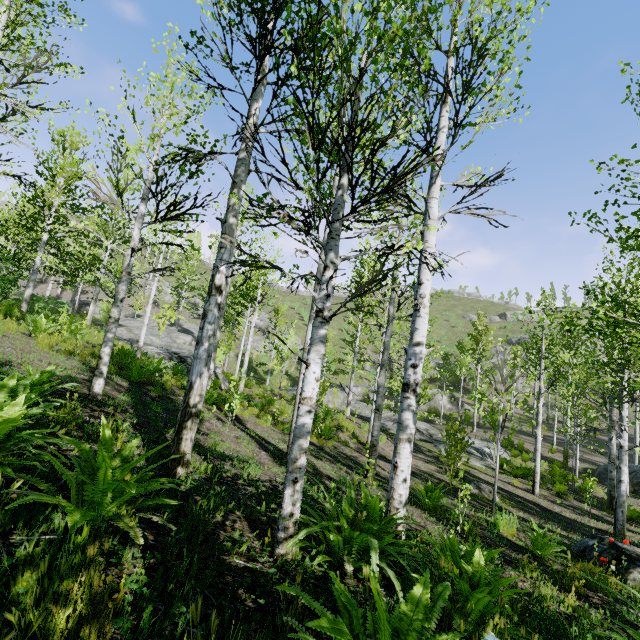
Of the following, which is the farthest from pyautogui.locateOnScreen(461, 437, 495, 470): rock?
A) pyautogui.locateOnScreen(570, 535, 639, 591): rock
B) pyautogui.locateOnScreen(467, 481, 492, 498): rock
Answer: pyautogui.locateOnScreen(570, 535, 639, 591): rock

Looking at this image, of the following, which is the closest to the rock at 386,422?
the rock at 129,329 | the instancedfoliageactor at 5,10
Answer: the instancedfoliageactor at 5,10

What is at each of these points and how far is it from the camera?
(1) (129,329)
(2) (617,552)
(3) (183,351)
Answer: (1) rock, 26.11m
(2) rock, 6.25m
(3) rock, 21.28m

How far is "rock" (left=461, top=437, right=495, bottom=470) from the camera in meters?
15.3 m

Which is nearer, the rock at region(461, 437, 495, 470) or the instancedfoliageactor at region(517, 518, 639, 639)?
the instancedfoliageactor at region(517, 518, 639, 639)

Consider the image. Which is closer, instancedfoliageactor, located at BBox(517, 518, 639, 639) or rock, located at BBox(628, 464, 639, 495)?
instancedfoliageactor, located at BBox(517, 518, 639, 639)

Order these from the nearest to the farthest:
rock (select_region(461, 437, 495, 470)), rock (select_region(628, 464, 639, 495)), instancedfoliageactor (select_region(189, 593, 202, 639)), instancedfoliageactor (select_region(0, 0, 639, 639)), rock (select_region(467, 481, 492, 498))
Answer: instancedfoliageactor (select_region(189, 593, 202, 639))
instancedfoliageactor (select_region(0, 0, 639, 639))
rock (select_region(467, 481, 492, 498))
rock (select_region(461, 437, 495, 470))
rock (select_region(628, 464, 639, 495))

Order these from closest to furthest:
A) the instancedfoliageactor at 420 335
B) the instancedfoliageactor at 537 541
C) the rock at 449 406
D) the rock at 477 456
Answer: the instancedfoliageactor at 420 335
the instancedfoliageactor at 537 541
the rock at 477 456
the rock at 449 406
